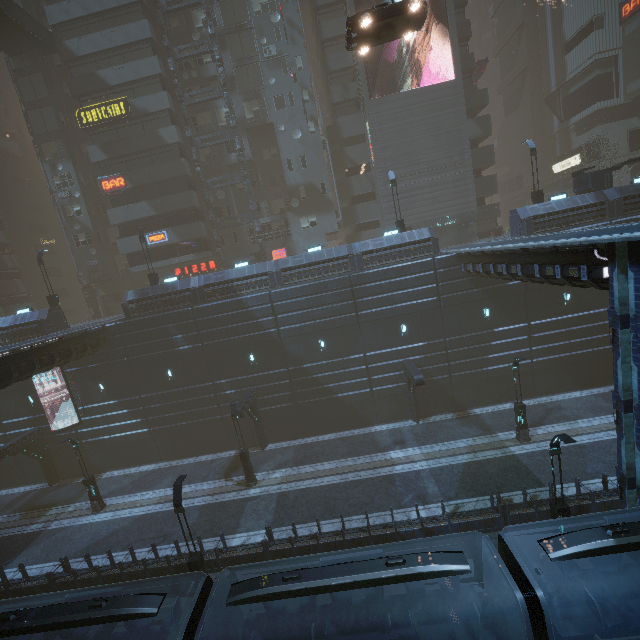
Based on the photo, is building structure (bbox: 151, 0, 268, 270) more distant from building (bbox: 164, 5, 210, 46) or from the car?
the car

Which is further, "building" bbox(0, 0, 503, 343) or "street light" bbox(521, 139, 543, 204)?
"building" bbox(0, 0, 503, 343)

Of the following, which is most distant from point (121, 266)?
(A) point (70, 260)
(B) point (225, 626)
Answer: (B) point (225, 626)

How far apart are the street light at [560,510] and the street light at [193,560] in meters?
13.9 m

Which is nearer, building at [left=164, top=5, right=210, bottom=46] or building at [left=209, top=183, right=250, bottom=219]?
building at [left=164, top=5, right=210, bottom=46]

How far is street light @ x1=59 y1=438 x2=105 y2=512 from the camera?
20.9 meters

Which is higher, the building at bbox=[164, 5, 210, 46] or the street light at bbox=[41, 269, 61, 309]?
the building at bbox=[164, 5, 210, 46]

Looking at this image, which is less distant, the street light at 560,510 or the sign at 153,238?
the street light at 560,510
